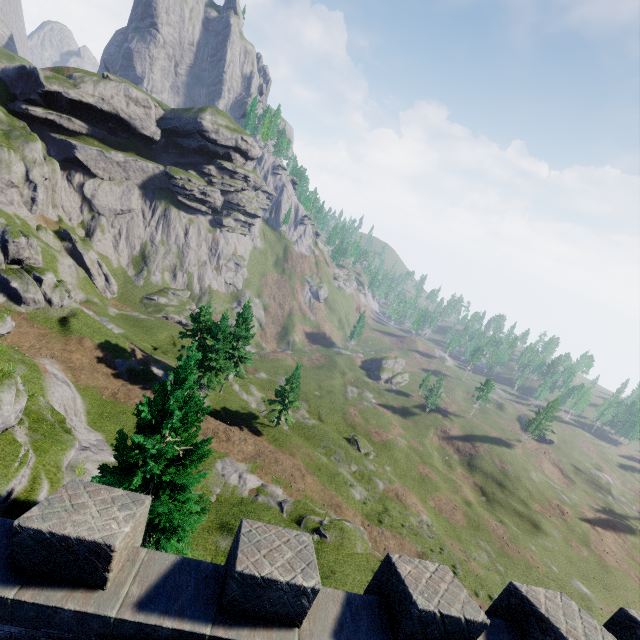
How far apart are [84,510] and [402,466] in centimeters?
5723cm

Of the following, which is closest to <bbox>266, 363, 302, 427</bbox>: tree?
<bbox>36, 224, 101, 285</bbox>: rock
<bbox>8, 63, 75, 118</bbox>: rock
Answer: <bbox>36, 224, 101, 285</bbox>: rock

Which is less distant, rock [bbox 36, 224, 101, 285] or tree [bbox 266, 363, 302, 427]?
tree [bbox 266, 363, 302, 427]

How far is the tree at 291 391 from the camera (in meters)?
41.69

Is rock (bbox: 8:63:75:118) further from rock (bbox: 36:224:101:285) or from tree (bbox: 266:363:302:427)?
tree (bbox: 266:363:302:427)

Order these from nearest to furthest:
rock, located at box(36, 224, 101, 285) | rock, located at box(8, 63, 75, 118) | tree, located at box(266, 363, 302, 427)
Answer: tree, located at box(266, 363, 302, 427) < rock, located at box(36, 224, 101, 285) < rock, located at box(8, 63, 75, 118)

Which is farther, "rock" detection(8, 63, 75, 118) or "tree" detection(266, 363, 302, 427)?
"rock" detection(8, 63, 75, 118)

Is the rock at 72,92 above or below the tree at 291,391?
above
